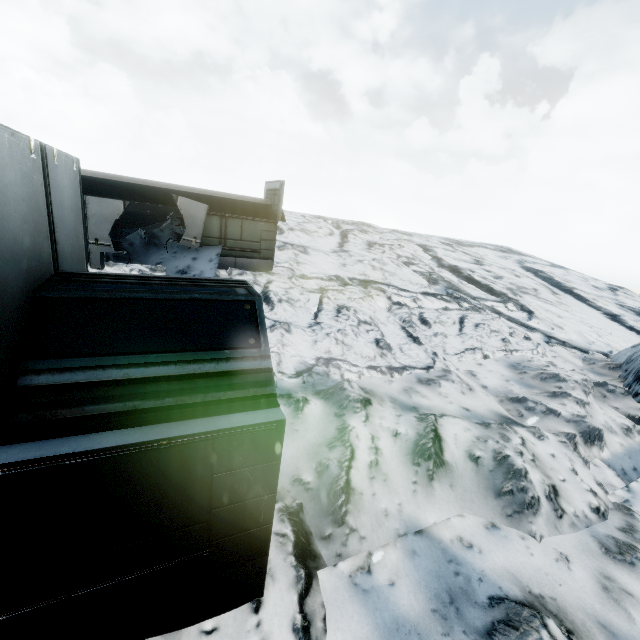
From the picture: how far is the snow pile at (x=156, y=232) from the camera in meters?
13.1 m

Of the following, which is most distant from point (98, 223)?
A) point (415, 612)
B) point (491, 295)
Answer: point (491, 295)

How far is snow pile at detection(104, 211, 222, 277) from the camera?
13.1m
